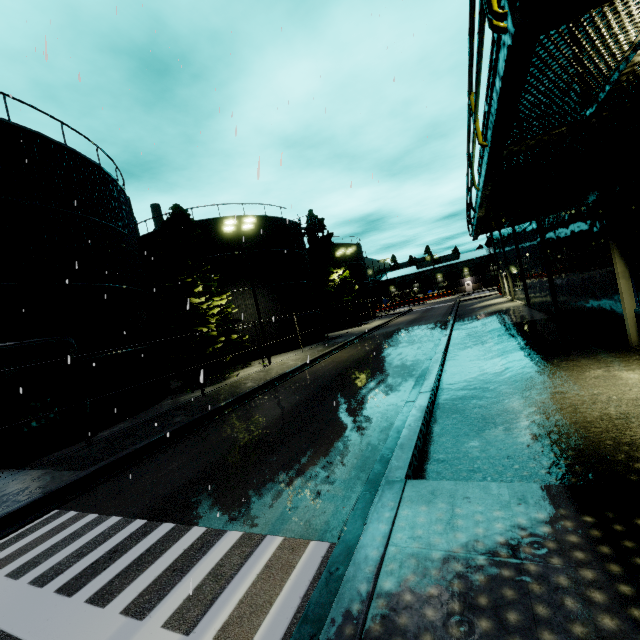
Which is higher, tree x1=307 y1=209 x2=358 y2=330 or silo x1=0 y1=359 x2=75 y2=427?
tree x1=307 y1=209 x2=358 y2=330

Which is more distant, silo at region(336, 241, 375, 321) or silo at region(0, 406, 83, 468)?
silo at region(336, 241, 375, 321)

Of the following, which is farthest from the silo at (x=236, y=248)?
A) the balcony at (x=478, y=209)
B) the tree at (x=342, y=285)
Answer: the balcony at (x=478, y=209)

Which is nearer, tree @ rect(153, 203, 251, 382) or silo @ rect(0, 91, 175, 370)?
silo @ rect(0, 91, 175, 370)

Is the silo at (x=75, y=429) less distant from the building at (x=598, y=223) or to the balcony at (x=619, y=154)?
the building at (x=598, y=223)

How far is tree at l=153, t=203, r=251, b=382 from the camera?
18.9m

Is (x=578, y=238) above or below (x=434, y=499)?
above

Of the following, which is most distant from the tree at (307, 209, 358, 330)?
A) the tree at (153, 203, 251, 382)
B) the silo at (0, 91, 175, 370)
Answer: the tree at (153, 203, 251, 382)
